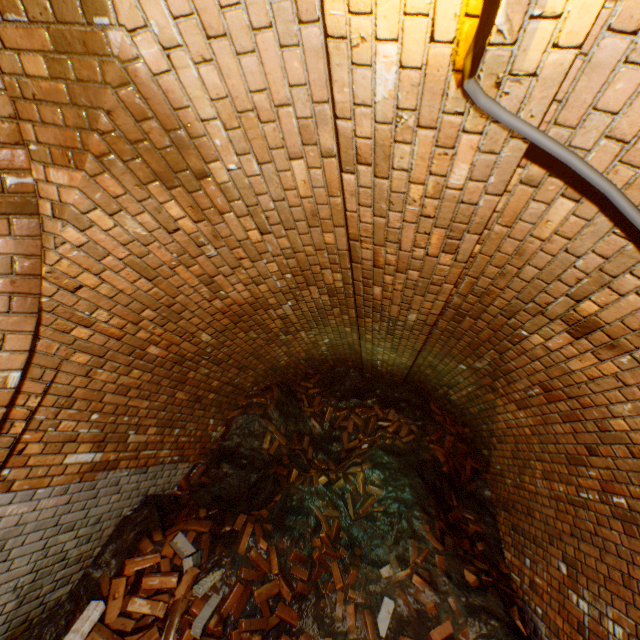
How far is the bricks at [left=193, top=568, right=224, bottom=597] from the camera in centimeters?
302cm

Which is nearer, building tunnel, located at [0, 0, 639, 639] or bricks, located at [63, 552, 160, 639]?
building tunnel, located at [0, 0, 639, 639]

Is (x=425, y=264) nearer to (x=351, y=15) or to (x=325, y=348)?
(x=351, y=15)

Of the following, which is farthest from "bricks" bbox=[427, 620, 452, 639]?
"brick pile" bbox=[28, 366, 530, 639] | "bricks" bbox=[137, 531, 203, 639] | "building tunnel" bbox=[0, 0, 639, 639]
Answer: "bricks" bbox=[137, 531, 203, 639]

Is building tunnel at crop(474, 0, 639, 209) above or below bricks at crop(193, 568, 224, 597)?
above

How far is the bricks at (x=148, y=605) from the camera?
2.84m

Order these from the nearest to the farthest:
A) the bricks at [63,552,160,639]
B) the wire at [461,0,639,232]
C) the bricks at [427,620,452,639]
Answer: the wire at [461,0,639,232]
the bricks at [63,552,160,639]
the bricks at [427,620,452,639]

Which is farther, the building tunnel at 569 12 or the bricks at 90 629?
the bricks at 90 629
